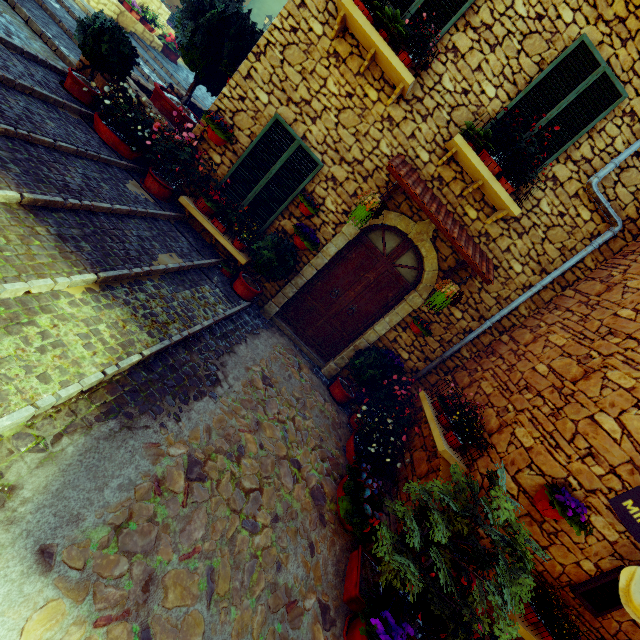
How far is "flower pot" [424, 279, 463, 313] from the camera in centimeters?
510cm

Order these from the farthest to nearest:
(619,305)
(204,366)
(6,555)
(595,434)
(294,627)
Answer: (619,305) < (204,366) < (595,434) < (294,627) < (6,555)

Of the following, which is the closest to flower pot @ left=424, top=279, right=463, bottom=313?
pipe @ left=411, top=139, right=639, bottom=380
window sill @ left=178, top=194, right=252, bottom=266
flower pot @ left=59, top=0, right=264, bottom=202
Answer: pipe @ left=411, top=139, right=639, bottom=380

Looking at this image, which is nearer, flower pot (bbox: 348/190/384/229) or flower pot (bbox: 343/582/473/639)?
flower pot (bbox: 343/582/473/639)

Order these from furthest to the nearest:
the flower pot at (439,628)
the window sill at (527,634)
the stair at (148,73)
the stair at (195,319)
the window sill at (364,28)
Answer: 1. the stair at (148,73)
2. the window sill at (364,28)
3. the window sill at (527,634)
4. the flower pot at (439,628)
5. the stair at (195,319)

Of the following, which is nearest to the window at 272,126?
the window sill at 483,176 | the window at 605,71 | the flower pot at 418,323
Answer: the window sill at 483,176

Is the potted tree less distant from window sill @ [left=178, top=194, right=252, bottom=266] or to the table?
the table

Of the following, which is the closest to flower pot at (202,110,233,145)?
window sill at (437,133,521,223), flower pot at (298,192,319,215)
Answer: flower pot at (298,192,319,215)
